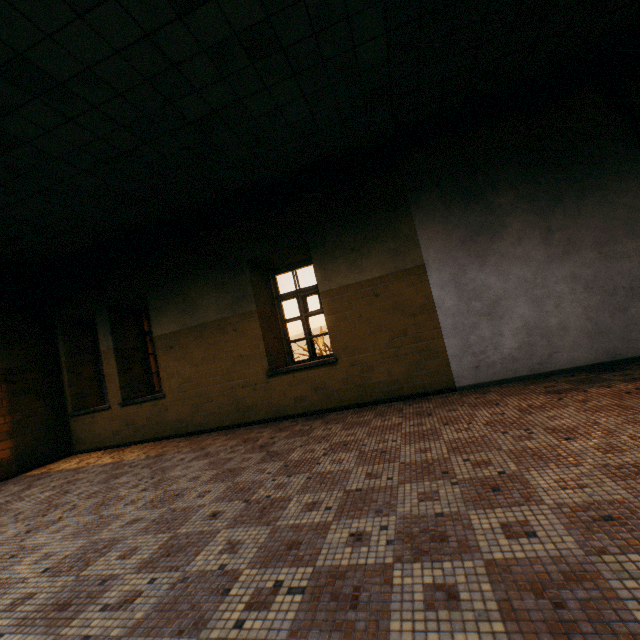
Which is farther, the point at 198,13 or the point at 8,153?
the point at 8,153
